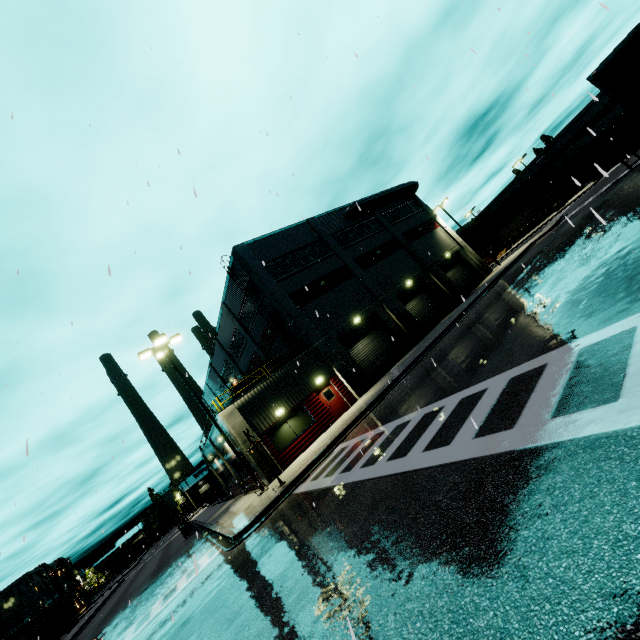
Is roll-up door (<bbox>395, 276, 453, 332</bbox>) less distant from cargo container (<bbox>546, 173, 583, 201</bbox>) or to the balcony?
cargo container (<bbox>546, 173, 583, 201</bbox>)

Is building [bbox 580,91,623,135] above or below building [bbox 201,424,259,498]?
above

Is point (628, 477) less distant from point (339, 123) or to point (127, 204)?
point (127, 204)

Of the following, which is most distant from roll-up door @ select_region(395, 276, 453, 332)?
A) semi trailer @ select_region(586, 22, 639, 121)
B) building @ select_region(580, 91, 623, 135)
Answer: semi trailer @ select_region(586, 22, 639, 121)

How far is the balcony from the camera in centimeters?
1967cm

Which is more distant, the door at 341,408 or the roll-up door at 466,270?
the roll-up door at 466,270

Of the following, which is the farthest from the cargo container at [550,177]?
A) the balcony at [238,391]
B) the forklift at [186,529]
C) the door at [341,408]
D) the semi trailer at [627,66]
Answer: the forklift at [186,529]

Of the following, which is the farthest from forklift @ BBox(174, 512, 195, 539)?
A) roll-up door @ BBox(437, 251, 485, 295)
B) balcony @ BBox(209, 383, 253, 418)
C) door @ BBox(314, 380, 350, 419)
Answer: roll-up door @ BBox(437, 251, 485, 295)
